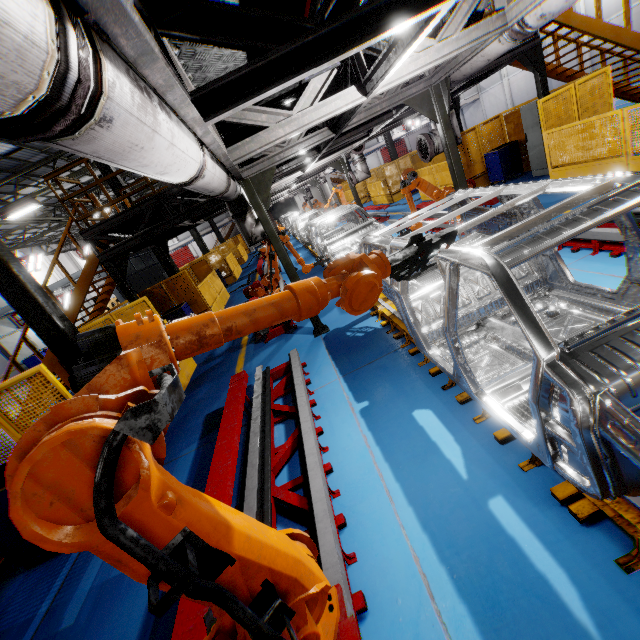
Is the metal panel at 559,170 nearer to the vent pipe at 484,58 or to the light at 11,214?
the vent pipe at 484,58

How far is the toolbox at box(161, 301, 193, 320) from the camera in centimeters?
1141cm

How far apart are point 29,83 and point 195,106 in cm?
160

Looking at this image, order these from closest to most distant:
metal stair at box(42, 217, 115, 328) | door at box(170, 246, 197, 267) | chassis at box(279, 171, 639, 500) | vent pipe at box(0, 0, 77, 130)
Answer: vent pipe at box(0, 0, 77, 130) → chassis at box(279, 171, 639, 500) → metal stair at box(42, 217, 115, 328) → door at box(170, 246, 197, 267)

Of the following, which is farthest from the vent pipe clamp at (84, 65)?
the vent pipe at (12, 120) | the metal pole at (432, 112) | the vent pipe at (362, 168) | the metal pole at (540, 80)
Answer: the vent pipe at (362, 168)

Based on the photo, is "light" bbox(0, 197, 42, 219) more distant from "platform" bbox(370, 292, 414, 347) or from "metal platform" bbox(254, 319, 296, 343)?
"platform" bbox(370, 292, 414, 347)

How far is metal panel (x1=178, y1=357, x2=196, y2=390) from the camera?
7.7m

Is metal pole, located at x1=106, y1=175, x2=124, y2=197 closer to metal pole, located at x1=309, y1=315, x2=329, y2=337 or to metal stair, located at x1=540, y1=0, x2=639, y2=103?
metal pole, located at x1=309, y1=315, x2=329, y2=337
